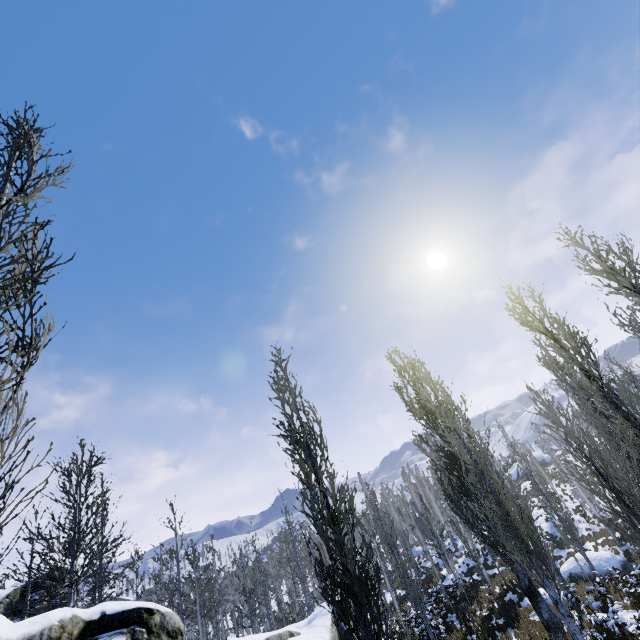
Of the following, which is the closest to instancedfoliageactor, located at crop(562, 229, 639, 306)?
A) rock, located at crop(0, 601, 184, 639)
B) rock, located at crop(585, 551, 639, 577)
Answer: rock, located at crop(0, 601, 184, 639)

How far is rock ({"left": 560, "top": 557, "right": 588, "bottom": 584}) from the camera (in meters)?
19.79

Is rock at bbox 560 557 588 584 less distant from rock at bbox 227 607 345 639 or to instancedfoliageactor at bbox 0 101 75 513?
instancedfoliageactor at bbox 0 101 75 513

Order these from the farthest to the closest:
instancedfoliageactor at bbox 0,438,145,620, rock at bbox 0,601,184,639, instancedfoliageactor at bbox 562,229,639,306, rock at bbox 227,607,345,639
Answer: rock at bbox 227,607,345,639 < instancedfoliageactor at bbox 0,438,145,620 < instancedfoliageactor at bbox 562,229,639,306 < rock at bbox 0,601,184,639

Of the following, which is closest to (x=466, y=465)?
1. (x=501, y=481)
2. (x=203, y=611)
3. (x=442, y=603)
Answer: (x=501, y=481)

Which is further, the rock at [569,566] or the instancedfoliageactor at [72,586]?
the rock at [569,566]

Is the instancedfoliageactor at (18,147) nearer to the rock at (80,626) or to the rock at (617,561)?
the rock at (80,626)
